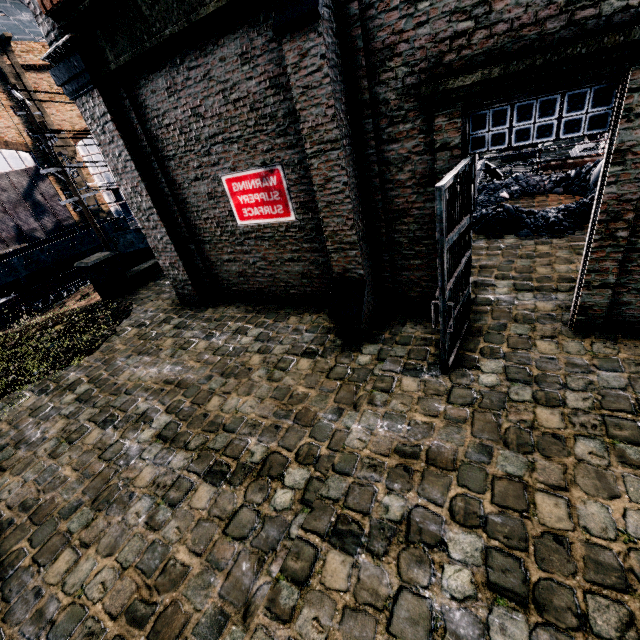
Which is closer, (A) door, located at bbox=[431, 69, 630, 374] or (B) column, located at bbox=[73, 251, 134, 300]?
(A) door, located at bbox=[431, 69, 630, 374]

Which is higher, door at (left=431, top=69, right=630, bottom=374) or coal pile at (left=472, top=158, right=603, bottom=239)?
door at (left=431, top=69, right=630, bottom=374)

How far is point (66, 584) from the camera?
4.11m

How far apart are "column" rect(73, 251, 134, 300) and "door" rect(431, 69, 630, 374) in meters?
12.6

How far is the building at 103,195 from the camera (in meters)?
34.38

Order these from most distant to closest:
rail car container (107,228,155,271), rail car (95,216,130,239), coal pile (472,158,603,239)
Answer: rail car (95,216,130,239), rail car container (107,228,155,271), coal pile (472,158,603,239)

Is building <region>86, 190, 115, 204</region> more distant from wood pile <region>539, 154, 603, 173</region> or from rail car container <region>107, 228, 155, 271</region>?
rail car container <region>107, 228, 155, 271</region>

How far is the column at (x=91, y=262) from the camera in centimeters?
1240cm
